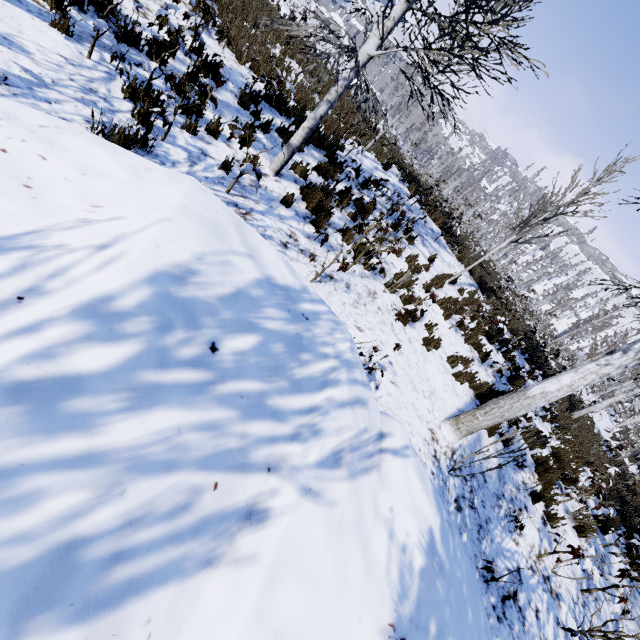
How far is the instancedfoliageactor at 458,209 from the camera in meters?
11.7 m

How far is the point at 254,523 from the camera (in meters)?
1.27

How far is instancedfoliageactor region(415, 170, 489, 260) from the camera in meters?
11.7

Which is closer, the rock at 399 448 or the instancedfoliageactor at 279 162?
the rock at 399 448

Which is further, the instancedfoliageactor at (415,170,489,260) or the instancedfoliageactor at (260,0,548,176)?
the instancedfoliageactor at (415,170,489,260)

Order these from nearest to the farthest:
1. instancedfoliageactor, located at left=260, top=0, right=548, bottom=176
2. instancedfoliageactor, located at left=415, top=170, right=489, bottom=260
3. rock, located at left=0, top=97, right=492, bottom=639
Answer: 1. rock, located at left=0, top=97, right=492, bottom=639
2. instancedfoliageactor, located at left=260, top=0, right=548, bottom=176
3. instancedfoliageactor, located at left=415, top=170, right=489, bottom=260

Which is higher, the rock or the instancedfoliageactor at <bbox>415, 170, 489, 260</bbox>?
the instancedfoliageactor at <bbox>415, 170, 489, 260</bbox>

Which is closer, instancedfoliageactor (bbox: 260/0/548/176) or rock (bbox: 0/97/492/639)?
rock (bbox: 0/97/492/639)
